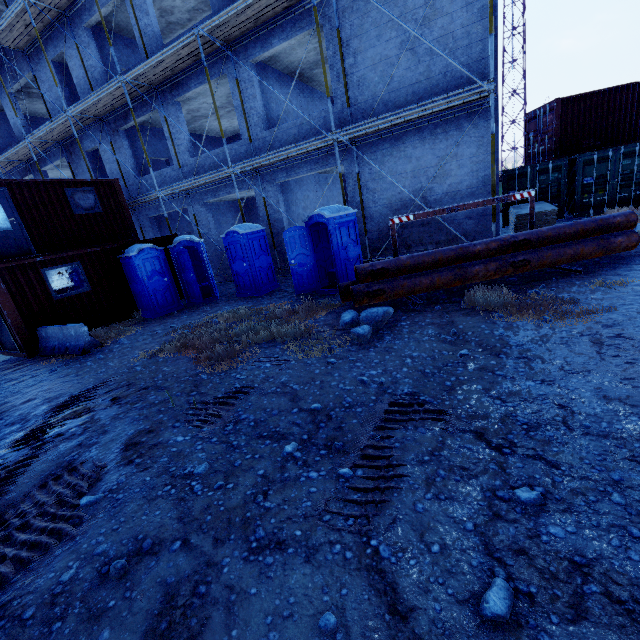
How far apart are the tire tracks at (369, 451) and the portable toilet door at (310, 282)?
6.0 meters

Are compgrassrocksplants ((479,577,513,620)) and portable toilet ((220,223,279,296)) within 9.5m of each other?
no

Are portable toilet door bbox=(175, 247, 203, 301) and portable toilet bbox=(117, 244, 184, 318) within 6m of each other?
yes

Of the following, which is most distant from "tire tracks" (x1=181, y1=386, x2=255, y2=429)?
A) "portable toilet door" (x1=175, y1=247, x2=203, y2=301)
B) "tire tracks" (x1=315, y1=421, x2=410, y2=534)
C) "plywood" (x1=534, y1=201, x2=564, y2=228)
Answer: "plywood" (x1=534, y1=201, x2=564, y2=228)

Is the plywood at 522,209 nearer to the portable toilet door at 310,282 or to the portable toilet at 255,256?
the portable toilet door at 310,282

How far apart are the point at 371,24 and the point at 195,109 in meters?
10.2

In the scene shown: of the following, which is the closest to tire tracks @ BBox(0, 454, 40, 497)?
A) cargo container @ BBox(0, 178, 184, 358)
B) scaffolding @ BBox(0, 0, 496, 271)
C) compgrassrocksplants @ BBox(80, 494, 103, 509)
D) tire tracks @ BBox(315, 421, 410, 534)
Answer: compgrassrocksplants @ BBox(80, 494, 103, 509)

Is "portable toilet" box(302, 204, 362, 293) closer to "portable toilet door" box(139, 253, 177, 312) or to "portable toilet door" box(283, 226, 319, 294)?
"portable toilet door" box(283, 226, 319, 294)
